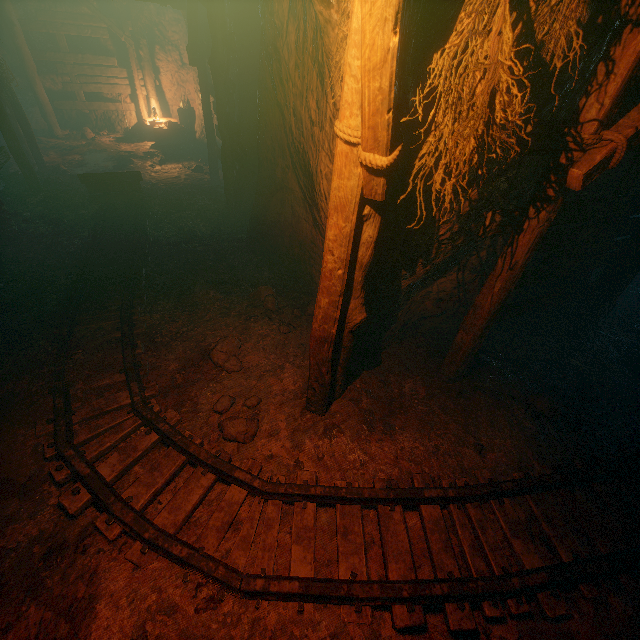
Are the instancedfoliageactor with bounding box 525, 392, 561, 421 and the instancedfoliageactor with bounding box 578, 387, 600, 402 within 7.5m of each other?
yes

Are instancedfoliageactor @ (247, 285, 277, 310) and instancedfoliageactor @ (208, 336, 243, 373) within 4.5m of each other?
yes

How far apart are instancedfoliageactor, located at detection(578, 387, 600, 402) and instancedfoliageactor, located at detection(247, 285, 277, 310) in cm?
444

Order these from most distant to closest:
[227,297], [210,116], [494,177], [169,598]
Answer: [210,116], [227,297], [494,177], [169,598]

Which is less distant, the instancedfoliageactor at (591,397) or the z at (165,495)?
the z at (165,495)

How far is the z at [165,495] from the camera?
2.97m

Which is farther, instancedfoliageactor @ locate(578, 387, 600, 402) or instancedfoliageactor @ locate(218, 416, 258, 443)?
instancedfoliageactor @ locate(578, 387, 600, 402)

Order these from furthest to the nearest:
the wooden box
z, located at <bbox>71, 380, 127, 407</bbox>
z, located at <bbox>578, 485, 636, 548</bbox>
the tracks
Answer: the wooden box, z, located at <bbox>71, 380, 127, 407</bbox>, z, located at <bbox>578, 485, 636, 548</bbox>, the tracks
